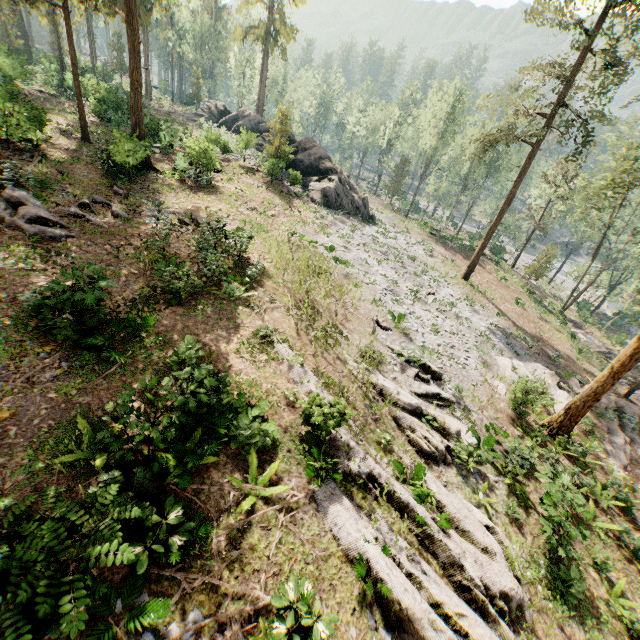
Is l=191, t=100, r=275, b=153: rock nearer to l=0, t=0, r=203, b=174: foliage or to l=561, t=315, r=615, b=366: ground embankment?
l=0, t=0, r=203, b=174: foliage

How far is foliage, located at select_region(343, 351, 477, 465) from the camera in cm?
1178

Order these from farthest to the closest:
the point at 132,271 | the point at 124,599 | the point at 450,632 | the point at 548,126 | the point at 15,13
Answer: the point at 548,126, the point at 15,13, the point at 132,271, the point at 450,632, the point at 124,599

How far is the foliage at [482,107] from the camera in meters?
25.3 m

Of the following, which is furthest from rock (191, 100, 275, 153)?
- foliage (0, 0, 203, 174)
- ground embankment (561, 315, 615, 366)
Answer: ground embankment (561, 315, 615, 366)

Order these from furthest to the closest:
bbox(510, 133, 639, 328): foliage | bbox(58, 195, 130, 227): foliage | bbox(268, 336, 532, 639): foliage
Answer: bbox(510, 133, 639, 328): foliage → bbox(58, 195, 130, 227): foliage → bbox(268, 336, 532, 639): foliage

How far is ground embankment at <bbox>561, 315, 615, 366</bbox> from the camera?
31.0m
